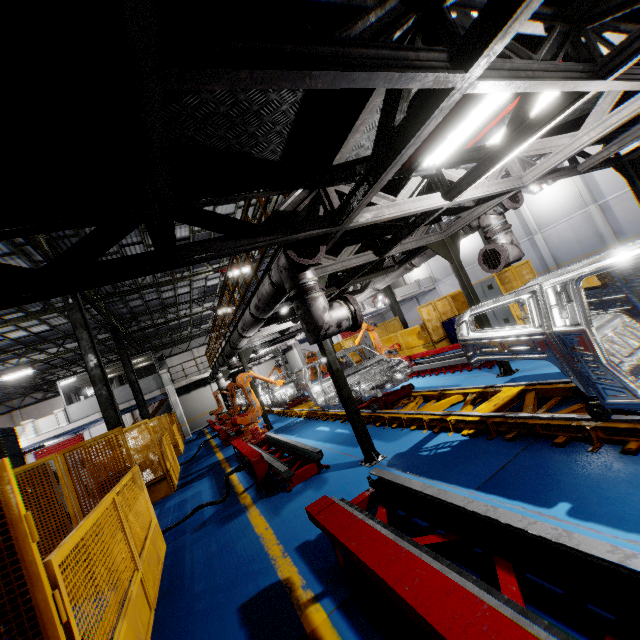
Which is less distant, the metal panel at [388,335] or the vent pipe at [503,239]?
the vent pipe at [503,239]

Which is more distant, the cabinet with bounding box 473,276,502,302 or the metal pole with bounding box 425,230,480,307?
the cabinet with bounding box 473,276,502,302

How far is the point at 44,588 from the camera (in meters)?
2.11

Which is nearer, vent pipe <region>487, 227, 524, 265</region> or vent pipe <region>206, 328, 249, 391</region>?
vent pipe <region>487, 227, 524, 265</region>

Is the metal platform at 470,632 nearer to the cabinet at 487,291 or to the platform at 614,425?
the platform at 614,425

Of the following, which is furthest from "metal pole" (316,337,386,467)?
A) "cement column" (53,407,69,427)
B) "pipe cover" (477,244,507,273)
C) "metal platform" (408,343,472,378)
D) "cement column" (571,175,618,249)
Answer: "cement column" (571,175,618,249)

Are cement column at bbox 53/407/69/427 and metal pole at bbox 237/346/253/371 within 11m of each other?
no

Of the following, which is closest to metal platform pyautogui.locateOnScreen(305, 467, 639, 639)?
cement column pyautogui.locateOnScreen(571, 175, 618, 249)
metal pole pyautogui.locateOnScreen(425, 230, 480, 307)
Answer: metal pole pyautogui.locateOnScreen(425, 230, 480, 307)
